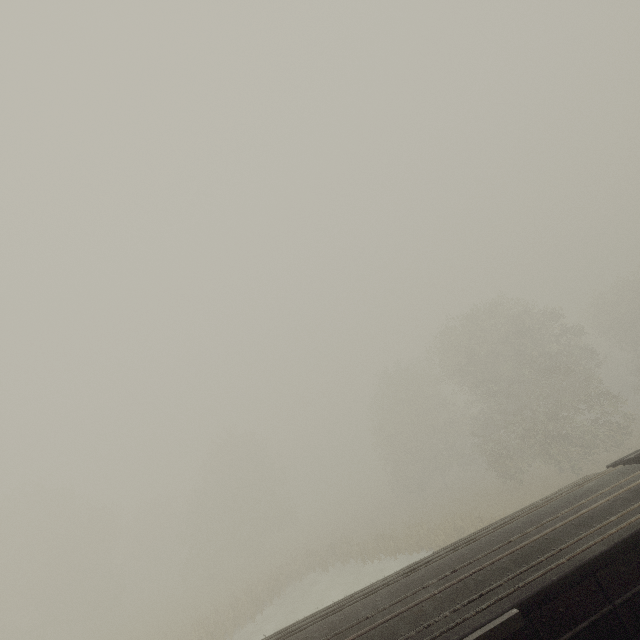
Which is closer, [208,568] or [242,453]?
[208,568]
